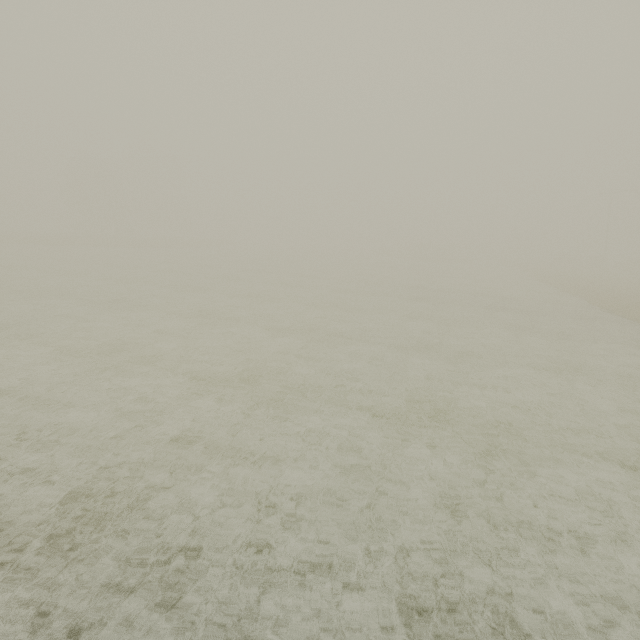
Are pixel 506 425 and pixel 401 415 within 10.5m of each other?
yes
